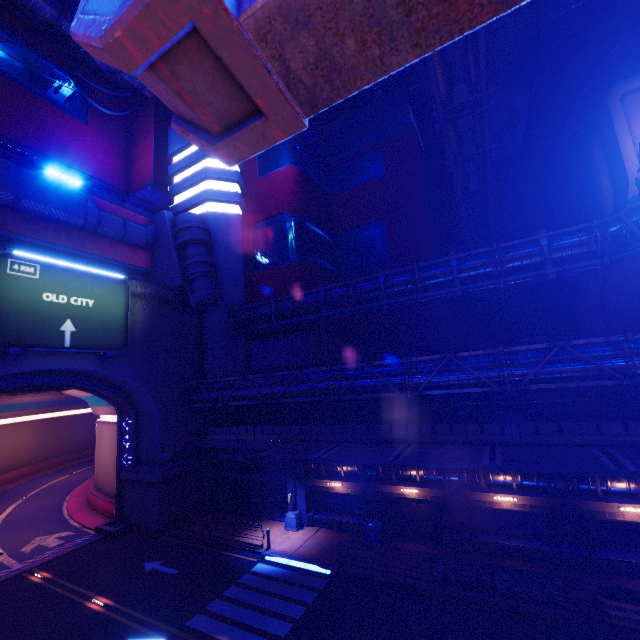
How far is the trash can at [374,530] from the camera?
18.8 meters

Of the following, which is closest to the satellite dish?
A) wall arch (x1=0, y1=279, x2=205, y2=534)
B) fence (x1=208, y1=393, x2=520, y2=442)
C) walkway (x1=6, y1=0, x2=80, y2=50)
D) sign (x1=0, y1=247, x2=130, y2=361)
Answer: walkway (x1=6, y1=0, x2=80, y2=50)

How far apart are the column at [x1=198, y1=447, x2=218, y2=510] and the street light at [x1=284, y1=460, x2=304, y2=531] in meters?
7.9 m

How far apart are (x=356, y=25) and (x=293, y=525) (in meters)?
25.45

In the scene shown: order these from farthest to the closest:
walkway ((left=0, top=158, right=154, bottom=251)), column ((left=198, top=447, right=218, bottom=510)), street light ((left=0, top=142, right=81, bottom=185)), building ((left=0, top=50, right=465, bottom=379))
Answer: building ((left=0, top=50, right=465, bottom=379)) → column ((left=198, top=447, right=218, bottom=510)) → walkway ((left=0, top=158, right=154, bottom=251)) → street light ((left=0, top=142, right=81, bottom=185))

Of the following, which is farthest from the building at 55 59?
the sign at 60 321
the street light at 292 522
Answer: the street light at 292 522

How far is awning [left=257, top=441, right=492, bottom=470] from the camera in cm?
1471

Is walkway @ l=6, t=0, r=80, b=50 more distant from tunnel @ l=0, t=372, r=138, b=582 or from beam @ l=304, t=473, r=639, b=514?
beam @ l=304, t=473, r=639, b=514
